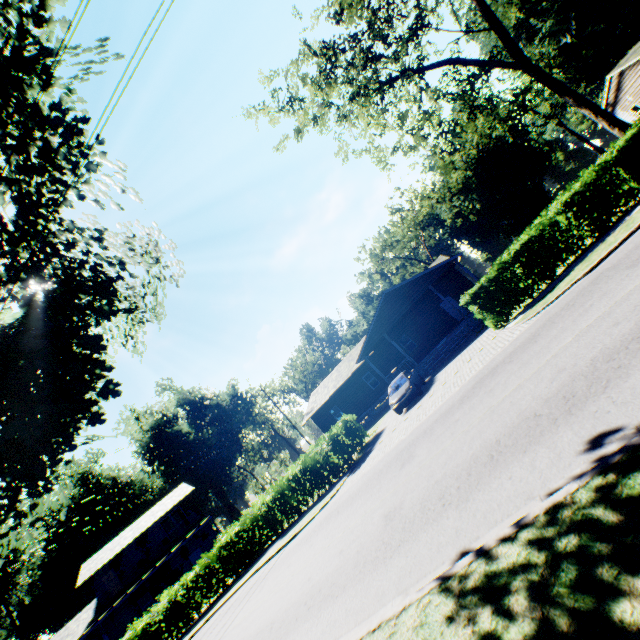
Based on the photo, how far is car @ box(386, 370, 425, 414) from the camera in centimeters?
1812cm

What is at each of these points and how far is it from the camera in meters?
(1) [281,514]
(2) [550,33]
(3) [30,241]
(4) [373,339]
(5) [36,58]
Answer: (1) hedge, 18.6 m
(2) plant, 40.3 m
(3) plant, 7.5 m
(4) house, 25.6 m
(5) plant, 7.4 m

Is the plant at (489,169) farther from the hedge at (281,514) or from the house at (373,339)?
the house at (373,339)

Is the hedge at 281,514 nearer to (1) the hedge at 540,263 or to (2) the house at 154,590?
(1) the hedge at 540,263

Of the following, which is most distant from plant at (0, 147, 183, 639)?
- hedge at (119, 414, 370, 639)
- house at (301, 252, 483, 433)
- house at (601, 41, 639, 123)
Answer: house at (301, 252, 483, 433)

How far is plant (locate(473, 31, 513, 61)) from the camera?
44.98m

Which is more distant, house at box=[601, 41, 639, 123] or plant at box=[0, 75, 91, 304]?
house at box=[601, 41, 639, 123]
